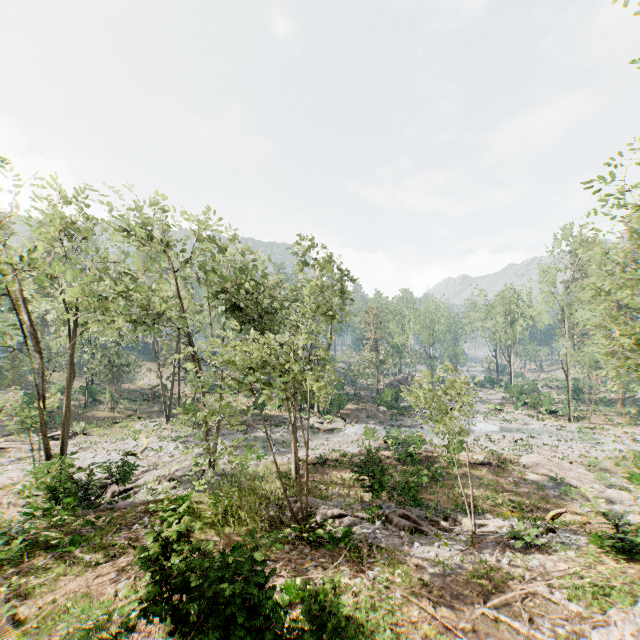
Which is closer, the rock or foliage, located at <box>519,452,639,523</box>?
foliage, located at <box>519,452,639,523</box>

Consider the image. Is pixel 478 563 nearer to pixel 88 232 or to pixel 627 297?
pixel 627 297

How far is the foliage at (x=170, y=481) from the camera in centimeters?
2116cm

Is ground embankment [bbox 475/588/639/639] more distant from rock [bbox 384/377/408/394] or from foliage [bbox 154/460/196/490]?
rock [bbox 384/377/408/394]

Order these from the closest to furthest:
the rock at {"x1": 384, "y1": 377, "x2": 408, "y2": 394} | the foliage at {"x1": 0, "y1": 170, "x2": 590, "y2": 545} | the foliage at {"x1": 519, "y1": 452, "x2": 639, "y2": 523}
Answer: the foliage at {"x1": 0, "y1": 170, "x2": 590, "y2": 545} → the foliage at {"x1": 519, "y1": 452, "x2": 639, "y2": 523} → the rock at {"x1": 384, "y1": 377, "x2": 408, "y2": 394}

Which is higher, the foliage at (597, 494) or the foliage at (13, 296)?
the foliage at (13, 296)
